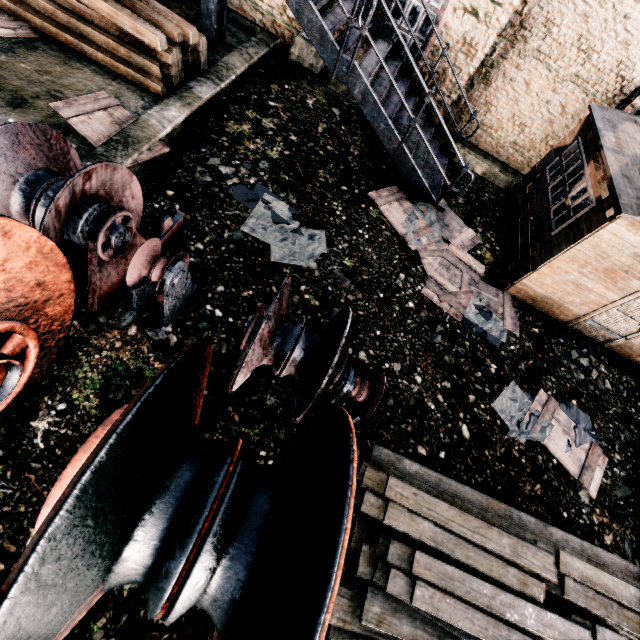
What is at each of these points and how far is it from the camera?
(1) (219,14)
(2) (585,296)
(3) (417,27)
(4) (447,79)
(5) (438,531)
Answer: (1) stairs, 8.6 meters
(2) building, 7.8 meters
(3) building, 8.9 meters
(4) building, 9.4 meters
(5) wood pile, 4.5 meters

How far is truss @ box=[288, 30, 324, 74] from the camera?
9.2m

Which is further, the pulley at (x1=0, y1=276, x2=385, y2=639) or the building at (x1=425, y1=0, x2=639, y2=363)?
the building at (x1=425, y1=0, x2=639, y2=363)

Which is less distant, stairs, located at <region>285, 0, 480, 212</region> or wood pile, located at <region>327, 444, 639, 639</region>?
wood pile, located at <region>327, 444, 639, 639</region>

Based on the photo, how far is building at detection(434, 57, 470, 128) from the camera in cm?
923

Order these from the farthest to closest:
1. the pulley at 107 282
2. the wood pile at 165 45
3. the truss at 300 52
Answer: the truss at 300 52, the wood pile at 165 45, the pulley at 107 282

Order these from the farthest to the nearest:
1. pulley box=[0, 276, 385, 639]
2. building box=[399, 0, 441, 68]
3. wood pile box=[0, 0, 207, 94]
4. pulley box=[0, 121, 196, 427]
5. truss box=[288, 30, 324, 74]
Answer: truss box=[288, 30, 324, 74] → building box=[399, 0, 441, 68] → wood pile box=[0, 0, 207, 94] → pulley box=[0, 121, 196, 427] → pulley box=[0, 276, 385, 639]

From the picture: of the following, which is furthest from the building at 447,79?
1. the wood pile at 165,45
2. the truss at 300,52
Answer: the wood pile at 165,45
